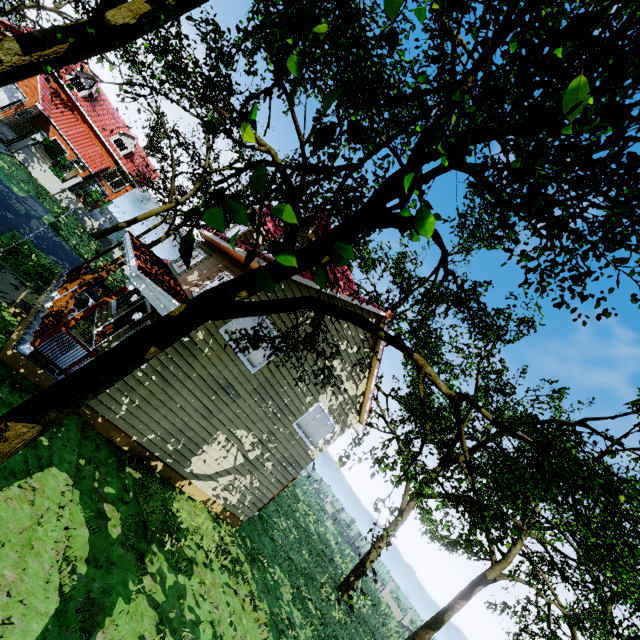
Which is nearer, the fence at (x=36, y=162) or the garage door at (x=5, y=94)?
the fence at (x=36, y=162)

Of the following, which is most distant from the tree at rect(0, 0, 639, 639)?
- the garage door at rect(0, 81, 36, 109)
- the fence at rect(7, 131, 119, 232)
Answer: the garage door at rect(0, 81, 36, 109)

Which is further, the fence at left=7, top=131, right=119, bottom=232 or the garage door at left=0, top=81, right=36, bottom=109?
the garage door at left=0, top=81, right=36, bottom=109

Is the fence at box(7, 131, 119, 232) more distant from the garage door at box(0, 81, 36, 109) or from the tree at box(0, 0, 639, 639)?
the garage door at box(0, 81, 36, 109)

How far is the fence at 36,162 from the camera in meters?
23.3

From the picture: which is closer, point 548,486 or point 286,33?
point 286,33

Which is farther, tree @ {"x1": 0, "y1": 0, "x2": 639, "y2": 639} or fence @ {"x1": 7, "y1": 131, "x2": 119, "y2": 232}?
fence @ {"x1": 7, "y1": 131, "x2": 119, "y2": 232}
